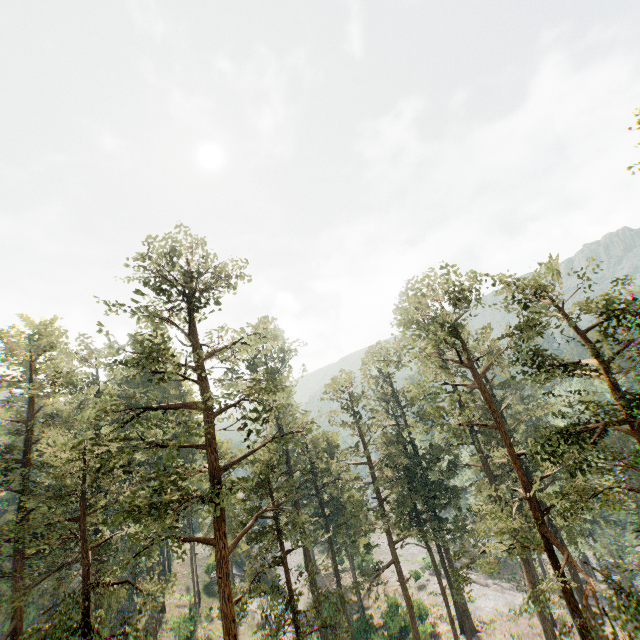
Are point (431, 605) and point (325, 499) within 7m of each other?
no
